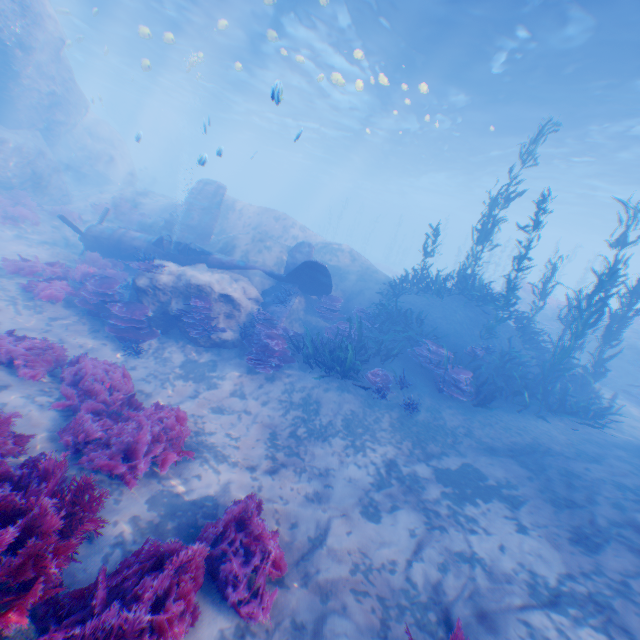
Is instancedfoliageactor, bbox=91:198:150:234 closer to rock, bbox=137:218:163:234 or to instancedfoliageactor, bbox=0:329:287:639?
rock, bbox=137:218:163:234

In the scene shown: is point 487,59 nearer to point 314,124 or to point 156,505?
point 156,505

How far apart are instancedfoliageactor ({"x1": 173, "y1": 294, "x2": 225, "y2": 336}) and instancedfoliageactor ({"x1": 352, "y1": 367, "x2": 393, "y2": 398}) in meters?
4.8

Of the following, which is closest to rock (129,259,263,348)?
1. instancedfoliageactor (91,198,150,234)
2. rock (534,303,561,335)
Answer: instancedfoliageactor (91,198,150,234)

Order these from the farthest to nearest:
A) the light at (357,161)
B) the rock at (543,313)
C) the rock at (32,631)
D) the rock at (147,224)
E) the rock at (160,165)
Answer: the rock at (543,313)
the rock at (147,224)
the rock at (160,165)
the light at (357,161)
the rock at (32,631)

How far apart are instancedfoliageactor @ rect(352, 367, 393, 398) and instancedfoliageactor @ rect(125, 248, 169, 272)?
7.2 meters

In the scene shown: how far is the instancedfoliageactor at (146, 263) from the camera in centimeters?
1030cm

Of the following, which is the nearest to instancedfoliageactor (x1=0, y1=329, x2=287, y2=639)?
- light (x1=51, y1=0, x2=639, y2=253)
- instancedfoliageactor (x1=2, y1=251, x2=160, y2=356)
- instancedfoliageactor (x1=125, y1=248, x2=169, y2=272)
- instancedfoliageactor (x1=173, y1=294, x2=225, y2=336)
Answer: instancedfoliageactor (x1=2, y1=251, x2=160, y2=356)
